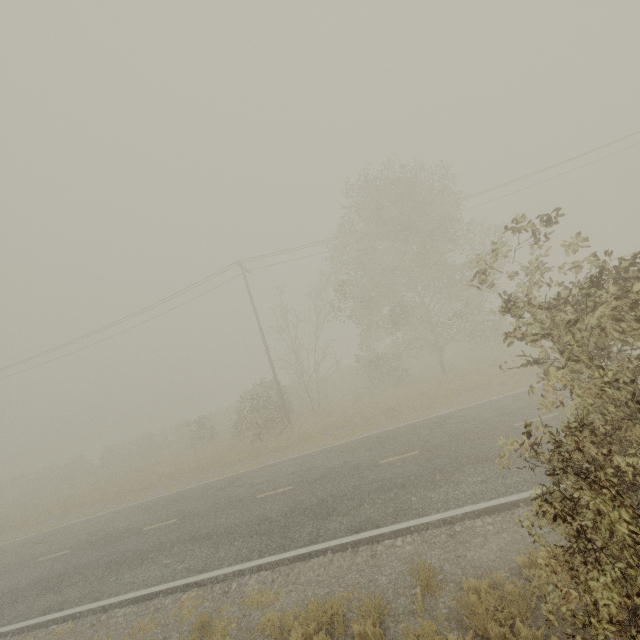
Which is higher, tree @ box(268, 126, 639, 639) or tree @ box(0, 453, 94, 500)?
tree @ box(268, 126, 639, 639)

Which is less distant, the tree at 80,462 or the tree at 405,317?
→ the tree at 405,317

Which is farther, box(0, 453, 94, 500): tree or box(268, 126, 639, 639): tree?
box(0, 453, 94, 500): tree

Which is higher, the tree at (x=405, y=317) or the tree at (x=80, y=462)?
the tree at (x=405, y=317)

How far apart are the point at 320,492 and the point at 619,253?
61.8 meters
